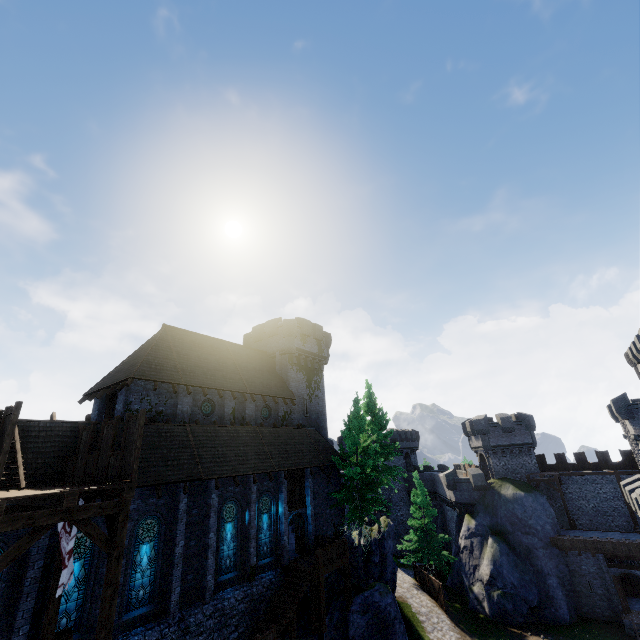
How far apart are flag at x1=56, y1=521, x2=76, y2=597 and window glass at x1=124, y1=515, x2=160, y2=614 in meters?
5.6

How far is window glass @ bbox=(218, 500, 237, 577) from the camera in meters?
18.6 m

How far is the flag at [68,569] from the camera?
Result: 9.4m

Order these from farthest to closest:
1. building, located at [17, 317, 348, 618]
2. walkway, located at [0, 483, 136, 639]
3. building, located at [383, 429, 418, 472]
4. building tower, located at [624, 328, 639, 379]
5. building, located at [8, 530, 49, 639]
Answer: building, located at [383, 429, 418, 472] < building tower, located at [624, 328, 639, 379] < building, located at [17, 317, 348, 618] < building, located at [8, 530, 49, 639] < walkway, located at [0, 483, 136, 639]

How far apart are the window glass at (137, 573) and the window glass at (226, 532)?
3.51m

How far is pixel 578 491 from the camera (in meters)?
35.25

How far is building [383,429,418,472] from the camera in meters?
52.8 m

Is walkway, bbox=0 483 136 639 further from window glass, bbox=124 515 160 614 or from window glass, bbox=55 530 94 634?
window glass, bbox=124 515 160 614
